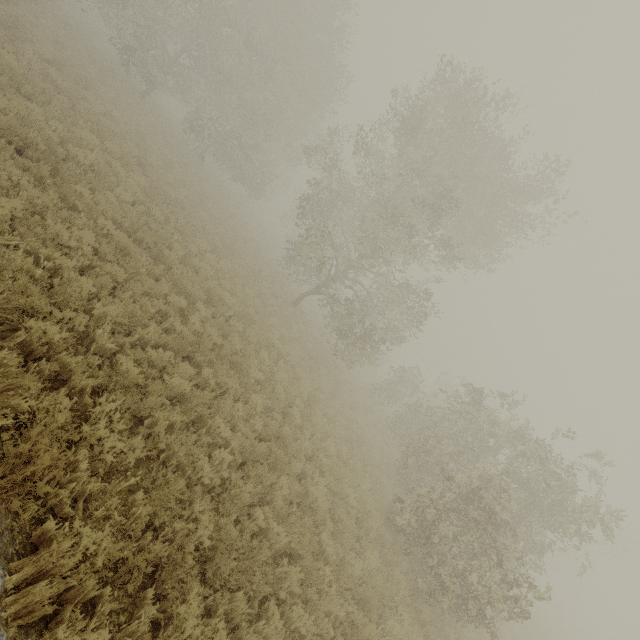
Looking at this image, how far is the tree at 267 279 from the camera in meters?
17.6

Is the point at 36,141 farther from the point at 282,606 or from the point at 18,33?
the point at 282,606

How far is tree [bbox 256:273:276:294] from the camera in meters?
17.6 m

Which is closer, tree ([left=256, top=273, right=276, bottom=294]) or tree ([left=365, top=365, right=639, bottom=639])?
tree ([left=365, top=365, right=639, bottom=639])

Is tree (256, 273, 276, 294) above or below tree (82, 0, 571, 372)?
below

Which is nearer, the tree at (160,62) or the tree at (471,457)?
the tree at (471,457)
